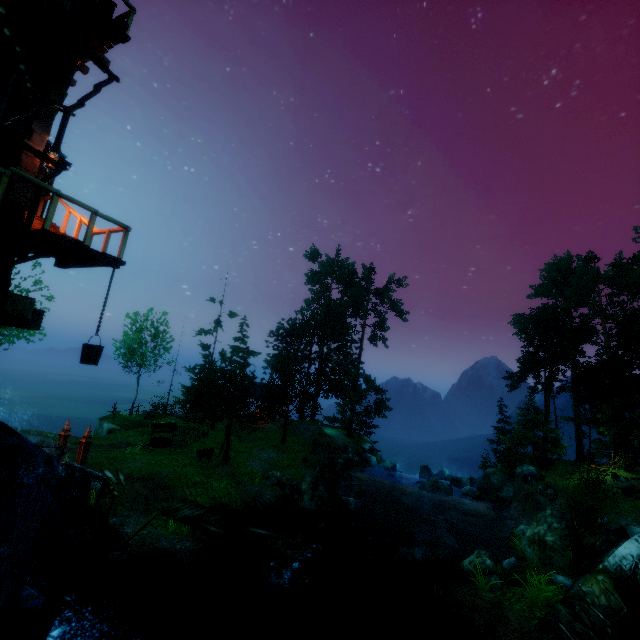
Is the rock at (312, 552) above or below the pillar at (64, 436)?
below

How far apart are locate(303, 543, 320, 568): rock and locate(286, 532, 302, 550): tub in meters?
2.3 m

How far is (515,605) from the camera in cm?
1120

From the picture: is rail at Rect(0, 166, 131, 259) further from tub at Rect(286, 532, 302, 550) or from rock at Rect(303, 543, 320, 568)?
rock at Rect(303, 543, 320, 568)

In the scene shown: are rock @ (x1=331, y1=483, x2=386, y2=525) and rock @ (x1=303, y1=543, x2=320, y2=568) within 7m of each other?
yes

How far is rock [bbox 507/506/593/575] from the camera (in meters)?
13.21

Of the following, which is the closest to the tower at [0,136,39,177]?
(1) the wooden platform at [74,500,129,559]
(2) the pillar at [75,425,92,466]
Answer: (1) the wooden platform at [74,500,129,559]

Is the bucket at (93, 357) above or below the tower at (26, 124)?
below
